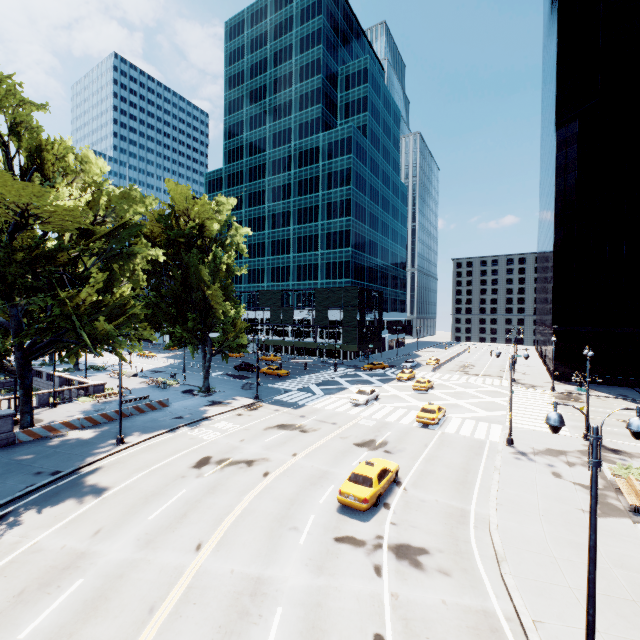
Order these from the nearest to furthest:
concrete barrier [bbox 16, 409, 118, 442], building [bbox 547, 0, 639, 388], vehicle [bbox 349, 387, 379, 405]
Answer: concrete barrier [bbox 16, 409, 118, 442]
vehicle [bbox 349, 387, 379, 405]
building [bbox 547, 0, 639, 388]

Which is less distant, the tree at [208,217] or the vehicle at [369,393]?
the tree at [208,217]

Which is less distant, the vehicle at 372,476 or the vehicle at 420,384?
the vehicle at 372,476

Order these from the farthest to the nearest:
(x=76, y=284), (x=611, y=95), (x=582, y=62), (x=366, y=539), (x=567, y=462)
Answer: (x=582, y=62), (x=611, y=95), (x=76, y=284), (x=567, y=462), (x=366, y=539)

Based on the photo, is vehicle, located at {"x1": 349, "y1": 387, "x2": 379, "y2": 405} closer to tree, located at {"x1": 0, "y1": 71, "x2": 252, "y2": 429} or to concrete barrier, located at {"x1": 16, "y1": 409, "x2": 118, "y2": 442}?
tree, located at {"x1": 0, "y1": 71, "x2": 252, "y2": 429}

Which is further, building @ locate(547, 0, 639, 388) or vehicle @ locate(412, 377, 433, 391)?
building @ locate(547, 0, 639, 388)

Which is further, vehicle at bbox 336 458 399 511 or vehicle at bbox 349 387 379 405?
vehicle at bbox 349 387 379 405

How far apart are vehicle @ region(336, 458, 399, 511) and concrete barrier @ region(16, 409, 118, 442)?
23.1m
